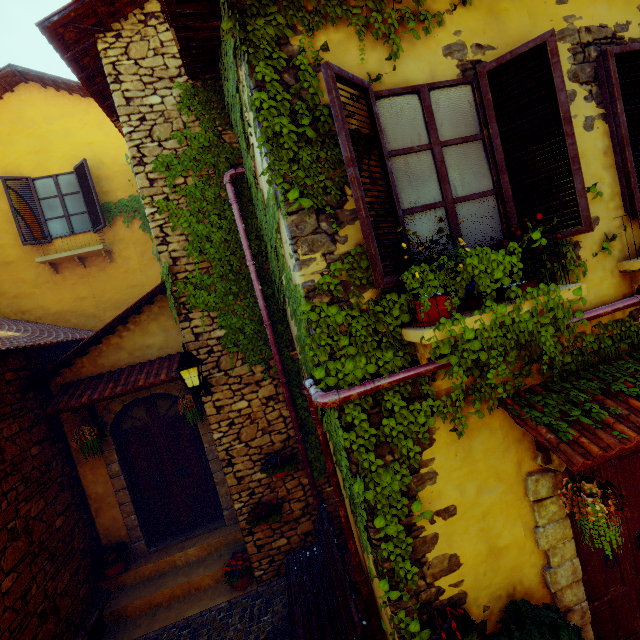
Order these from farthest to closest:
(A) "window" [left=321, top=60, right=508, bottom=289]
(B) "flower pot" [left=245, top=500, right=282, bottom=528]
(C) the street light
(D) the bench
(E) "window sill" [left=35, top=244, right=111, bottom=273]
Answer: (E) "window sill" [left=35, top=244, right=111, bottom=273] → (B) "flower pot" [left=245, top=500, right=282, bottom=528] → (C) the street light → (D) the bench → (A) "window" [left=321, top=60, right=508, bottom=289]

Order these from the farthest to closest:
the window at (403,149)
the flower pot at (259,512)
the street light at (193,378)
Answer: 1. the flower pot at (259,512)
2. the street light at (193,378)
3. the window at (403,149)

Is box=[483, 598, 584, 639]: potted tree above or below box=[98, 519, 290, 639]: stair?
above

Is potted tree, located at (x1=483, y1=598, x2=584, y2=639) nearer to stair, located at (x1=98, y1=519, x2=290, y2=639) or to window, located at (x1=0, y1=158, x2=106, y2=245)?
stair, located at (x1=98, y1=519, x2=290, y2=639)

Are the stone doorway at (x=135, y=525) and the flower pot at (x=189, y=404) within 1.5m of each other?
yes

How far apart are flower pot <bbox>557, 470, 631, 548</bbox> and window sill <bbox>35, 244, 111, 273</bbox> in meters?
9.6 m

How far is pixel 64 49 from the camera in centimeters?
465cm

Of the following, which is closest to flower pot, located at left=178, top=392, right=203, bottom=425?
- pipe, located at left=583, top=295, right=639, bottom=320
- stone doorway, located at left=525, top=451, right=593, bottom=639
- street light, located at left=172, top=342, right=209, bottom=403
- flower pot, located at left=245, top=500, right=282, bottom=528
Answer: street light, located at left=172, top=342, right=209, bottom=403
